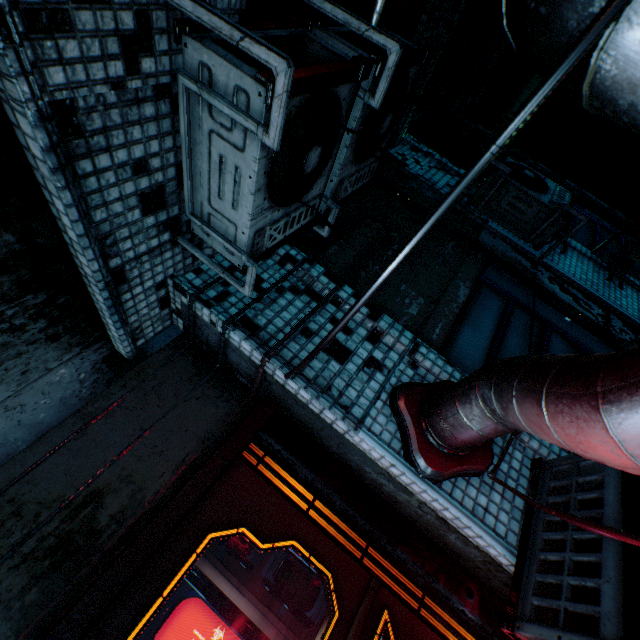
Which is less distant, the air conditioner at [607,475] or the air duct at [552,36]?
the air duct at [552,36]

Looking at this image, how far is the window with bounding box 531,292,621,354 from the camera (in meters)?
2.89

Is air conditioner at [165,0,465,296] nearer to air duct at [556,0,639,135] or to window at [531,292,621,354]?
air duct at [556,0,639,135]

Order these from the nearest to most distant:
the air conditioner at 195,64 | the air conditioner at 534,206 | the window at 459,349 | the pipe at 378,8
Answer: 1. the air conditioner at 195,64
2. the pipe at 378,8
3. the window at 459,349
4. the air conditioner at 534,206

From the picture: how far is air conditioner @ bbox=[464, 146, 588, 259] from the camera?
3.2m

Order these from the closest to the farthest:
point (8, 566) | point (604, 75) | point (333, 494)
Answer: point (604, 75) < point (8, 566) < point (333, 494)

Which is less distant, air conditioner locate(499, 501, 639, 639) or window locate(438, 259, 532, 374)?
air conditioner locate(499, 501, 639, 639)
